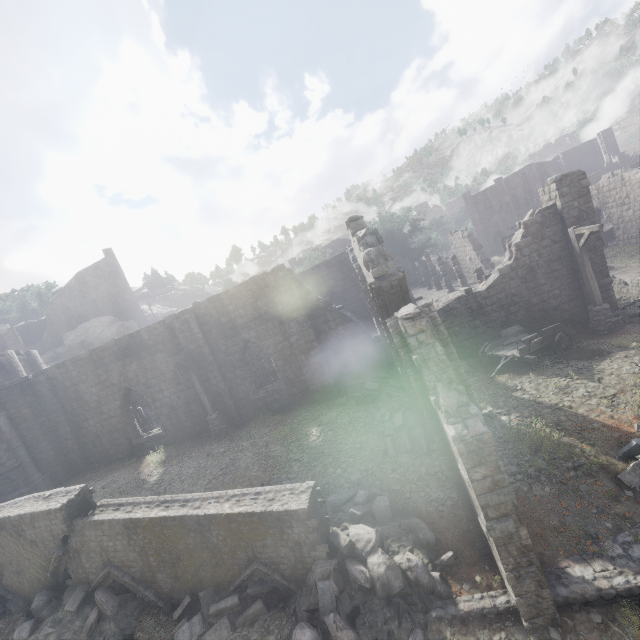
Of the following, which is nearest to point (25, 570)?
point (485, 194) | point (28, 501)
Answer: point (28, 501)

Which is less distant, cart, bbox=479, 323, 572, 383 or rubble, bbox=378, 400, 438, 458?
rubble, bbox=378, 400, 438, 458

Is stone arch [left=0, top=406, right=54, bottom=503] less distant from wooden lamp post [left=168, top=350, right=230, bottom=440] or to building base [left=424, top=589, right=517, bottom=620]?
wooden lamp post [left=168, top=350, right=230, bottom=440]

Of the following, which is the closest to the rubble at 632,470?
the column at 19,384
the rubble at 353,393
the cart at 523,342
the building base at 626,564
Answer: the building base at 626,564

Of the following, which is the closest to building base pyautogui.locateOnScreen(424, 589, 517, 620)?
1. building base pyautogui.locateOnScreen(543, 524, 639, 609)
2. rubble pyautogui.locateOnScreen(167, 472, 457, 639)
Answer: rubble pyautogui.locateOnScreen(167, 472, 457, 639)

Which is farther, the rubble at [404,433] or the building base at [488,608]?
the rubble at [404,433]

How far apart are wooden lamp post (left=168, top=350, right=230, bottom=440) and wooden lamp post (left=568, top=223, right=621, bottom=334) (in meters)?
17.49

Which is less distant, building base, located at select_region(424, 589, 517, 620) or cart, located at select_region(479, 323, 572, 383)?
building base, located at select_region(424, 589, 517, 620)
